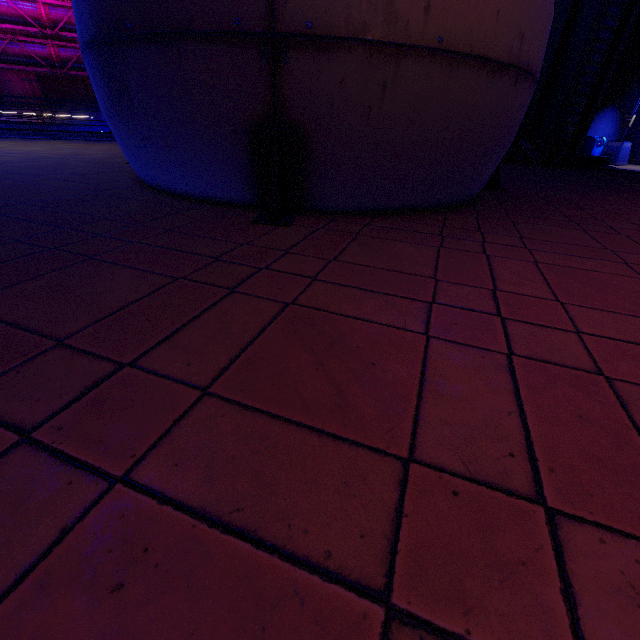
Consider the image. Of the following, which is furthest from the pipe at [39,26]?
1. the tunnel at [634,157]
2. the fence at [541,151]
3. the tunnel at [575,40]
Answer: the tunnel at [634,157]

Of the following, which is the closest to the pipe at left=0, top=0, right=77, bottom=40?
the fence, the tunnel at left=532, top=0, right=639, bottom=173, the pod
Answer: the tunnel at left=532, top=0, right=639, bottom=173

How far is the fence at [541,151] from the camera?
13.3 meters

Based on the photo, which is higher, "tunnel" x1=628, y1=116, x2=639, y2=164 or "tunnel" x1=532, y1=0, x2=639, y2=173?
"tunnel" x1=532, y1=0, x2=639, y2=173

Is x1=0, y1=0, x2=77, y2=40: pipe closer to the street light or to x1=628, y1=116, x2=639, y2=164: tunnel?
x1=628, y1=116, x2=639, y2=164: tunnel

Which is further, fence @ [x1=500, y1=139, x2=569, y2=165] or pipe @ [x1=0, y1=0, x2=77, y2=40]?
pipe @ [x1=0, y1=0, x2=77, y2=40]

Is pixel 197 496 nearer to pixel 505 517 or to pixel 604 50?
pixel 505 517

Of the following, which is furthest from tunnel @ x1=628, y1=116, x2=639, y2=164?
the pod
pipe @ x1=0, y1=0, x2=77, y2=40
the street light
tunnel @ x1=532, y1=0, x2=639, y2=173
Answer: the pod
